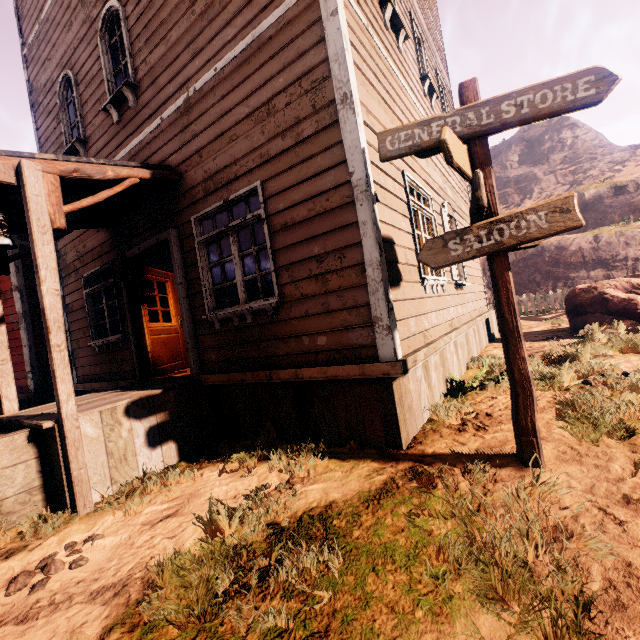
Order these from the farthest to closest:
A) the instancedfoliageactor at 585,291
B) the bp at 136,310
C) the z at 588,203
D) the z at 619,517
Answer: the z at 588,203 < the instancedfoliageactor at 585,291 < the bp at 136,310 < the z at 619,517

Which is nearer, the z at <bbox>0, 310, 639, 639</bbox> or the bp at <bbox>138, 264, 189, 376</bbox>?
the z at <bbox>0, 310, 639, 639</bbox>

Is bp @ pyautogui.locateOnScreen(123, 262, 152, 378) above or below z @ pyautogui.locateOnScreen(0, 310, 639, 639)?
above

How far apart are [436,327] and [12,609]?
4.9m

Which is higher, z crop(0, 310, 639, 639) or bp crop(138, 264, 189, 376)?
bp crop(138, 264, 189, 376)

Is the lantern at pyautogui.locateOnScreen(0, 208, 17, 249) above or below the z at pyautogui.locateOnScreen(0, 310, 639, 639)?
above

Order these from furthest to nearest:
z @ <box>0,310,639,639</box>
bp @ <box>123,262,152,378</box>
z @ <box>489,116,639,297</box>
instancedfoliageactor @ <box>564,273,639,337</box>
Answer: z @ <box>489,116,639,297</box>, instancedfoliageactor @ <box>564,273,639,337</box>, bp @ <box>123,262,152,378</box>, z @ <box>0,310,639,639</box>

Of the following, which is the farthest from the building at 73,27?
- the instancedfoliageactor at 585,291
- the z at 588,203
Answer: the instancedfoliageactor at 585,291
